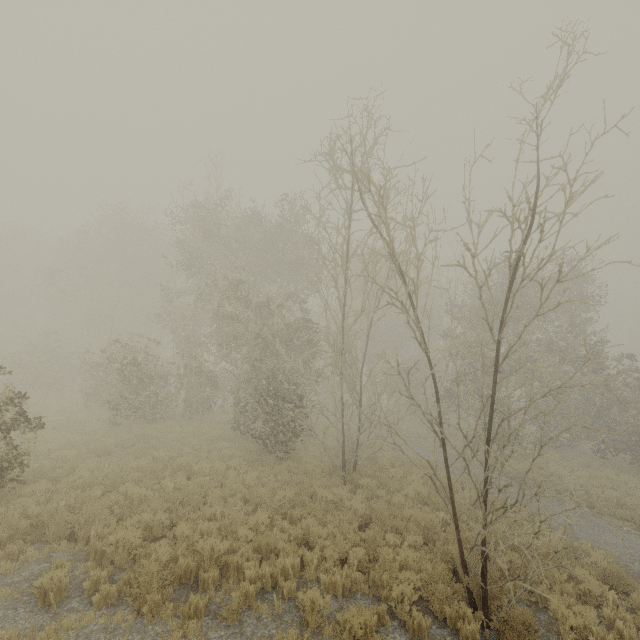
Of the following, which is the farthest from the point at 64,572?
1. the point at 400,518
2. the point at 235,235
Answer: the point at 235,235
